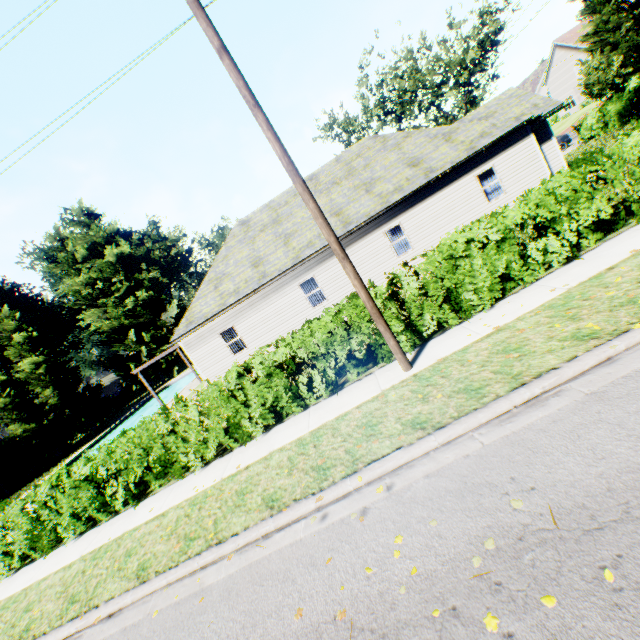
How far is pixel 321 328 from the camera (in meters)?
8.00

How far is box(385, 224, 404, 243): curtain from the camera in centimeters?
1620cm

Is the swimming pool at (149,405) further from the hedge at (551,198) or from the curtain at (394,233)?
the curtain at (394,233)

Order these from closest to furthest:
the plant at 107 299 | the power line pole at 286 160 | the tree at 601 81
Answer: the power line pole at 286 160 < the tree at 601 81 < the plant at 107 299

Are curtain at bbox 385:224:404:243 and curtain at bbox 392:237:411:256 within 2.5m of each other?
yes

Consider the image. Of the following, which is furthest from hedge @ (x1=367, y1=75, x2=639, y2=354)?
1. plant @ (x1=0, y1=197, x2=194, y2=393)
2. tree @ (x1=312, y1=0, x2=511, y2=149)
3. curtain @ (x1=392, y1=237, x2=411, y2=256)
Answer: curtain @ (x1=392, y1=237, x2=411, y2=256)

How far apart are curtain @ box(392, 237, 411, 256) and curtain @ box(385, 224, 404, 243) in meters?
0.1 m

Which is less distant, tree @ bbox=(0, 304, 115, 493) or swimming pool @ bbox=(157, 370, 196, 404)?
tree @ bbox=(0, 304, 115, 493)
